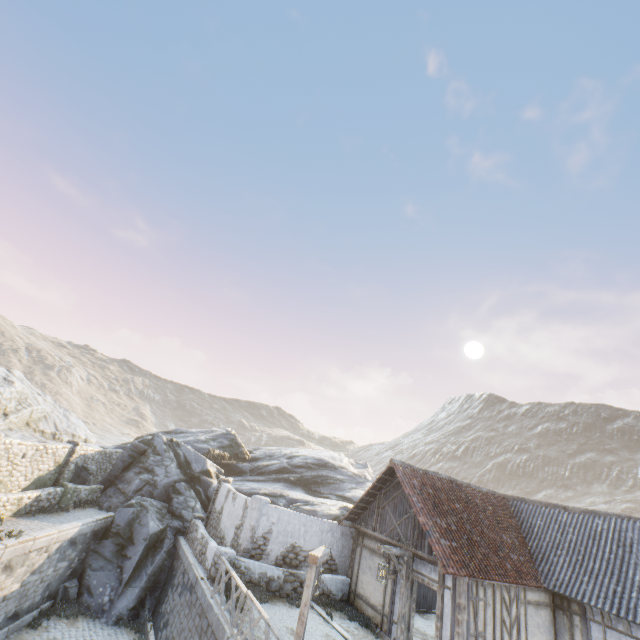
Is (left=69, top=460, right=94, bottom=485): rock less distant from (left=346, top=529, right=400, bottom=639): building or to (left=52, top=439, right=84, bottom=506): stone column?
(left=52, top=439, right=84, bottom=506): stone column

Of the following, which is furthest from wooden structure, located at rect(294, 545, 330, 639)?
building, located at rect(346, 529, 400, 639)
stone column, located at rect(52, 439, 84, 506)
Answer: stone column, located at rect(52, 439, 84, 506)

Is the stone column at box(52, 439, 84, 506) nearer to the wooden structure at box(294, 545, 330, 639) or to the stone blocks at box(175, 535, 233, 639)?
the stone blocks at box(175, 535, 233, 639)

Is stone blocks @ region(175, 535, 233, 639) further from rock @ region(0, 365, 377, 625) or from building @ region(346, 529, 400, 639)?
building @ region(346, 529, 400, 639)

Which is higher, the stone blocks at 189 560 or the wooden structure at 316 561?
the wooden structure at 316 561

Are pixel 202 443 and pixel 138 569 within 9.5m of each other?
no

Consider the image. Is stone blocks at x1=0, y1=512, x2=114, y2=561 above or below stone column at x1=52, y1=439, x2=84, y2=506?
below

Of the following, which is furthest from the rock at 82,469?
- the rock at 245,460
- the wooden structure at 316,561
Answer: the wooden structure at 316,561
